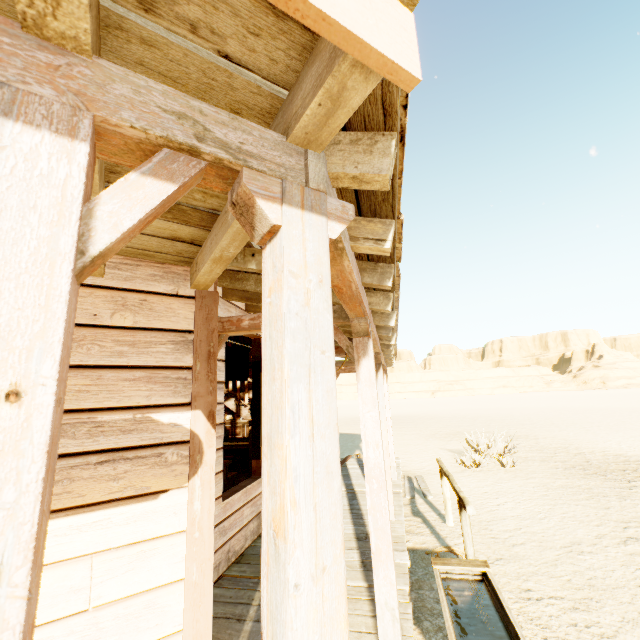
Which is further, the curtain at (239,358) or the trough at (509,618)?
the curtain at (239,358)

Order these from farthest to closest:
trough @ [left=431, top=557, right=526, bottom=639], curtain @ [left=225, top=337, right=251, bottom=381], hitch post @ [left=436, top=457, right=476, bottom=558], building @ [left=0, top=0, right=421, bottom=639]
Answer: curtain @ [left=225, top=337, right=251, bottom=381] < hitch post @ [left=436, top=457, right=476, bottom=558] < trough @ [left=431, top=557, right=526, bottom=639] < building @ [left=0, top=0, right=421, bottom=639]

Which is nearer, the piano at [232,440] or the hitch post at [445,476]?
the hitch post at [445,476]

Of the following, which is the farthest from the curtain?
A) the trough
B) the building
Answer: the trough

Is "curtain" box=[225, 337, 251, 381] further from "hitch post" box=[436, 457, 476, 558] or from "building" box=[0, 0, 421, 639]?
"hitch post" box=[436, 457, 476, 558]

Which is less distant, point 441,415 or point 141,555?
point 141,555

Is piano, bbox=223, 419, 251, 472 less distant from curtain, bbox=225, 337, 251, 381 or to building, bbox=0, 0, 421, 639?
building, bbox=0, 0, 421, 639

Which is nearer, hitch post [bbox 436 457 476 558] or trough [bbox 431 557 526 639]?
trough [bbox 431 557 526 639]
